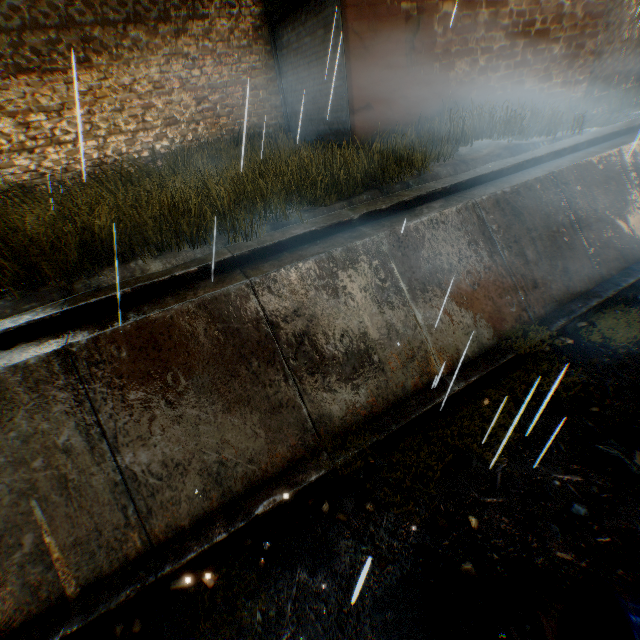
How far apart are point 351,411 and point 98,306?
3.6 meters

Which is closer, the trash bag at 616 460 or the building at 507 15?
the trash bag at 616 460

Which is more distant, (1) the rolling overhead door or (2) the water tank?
(1) the rolling overhead door

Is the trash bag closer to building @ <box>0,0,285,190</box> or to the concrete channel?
the concrete channel

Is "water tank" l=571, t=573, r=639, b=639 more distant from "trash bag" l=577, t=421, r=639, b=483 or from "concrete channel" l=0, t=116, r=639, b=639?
"trash bag" l=577, t=421, r=639, b=483

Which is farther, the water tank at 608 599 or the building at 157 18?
the building at 157 18

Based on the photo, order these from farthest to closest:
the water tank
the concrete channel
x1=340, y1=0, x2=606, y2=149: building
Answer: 1. x1=340, y1=0, x2=606, y2=149: building
2. the concrete channel
3. the water tank

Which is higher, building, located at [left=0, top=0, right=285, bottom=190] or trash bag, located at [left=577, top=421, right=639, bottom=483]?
building, located at [left=0, top=0, right=285, bottom=190]
